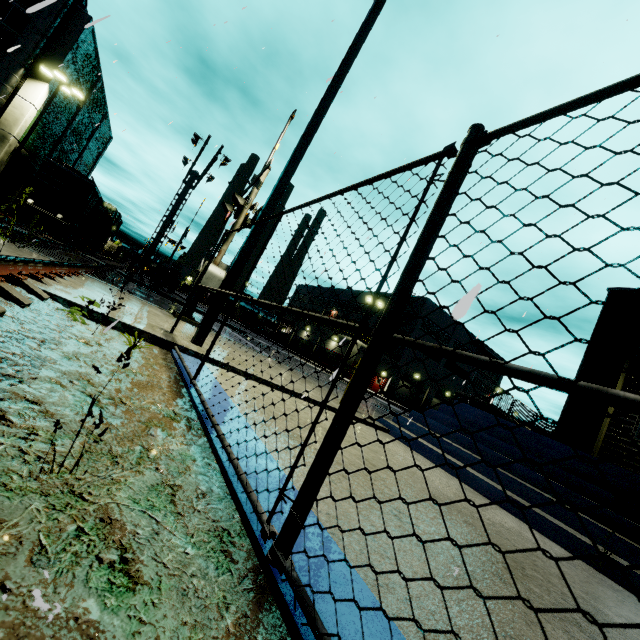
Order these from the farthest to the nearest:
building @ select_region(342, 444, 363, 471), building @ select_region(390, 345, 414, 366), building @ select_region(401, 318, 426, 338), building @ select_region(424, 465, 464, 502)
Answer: building @ select_region(401, 318, 426, 338) < building @ select_region(390, 345, 414, 366) < building @ select_region(424, 465, 464, 502) < building @ select_region(342, 444, 363, 471)

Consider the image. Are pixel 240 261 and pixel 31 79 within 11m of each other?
no

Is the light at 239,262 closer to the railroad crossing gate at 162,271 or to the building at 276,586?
the building at 276,586

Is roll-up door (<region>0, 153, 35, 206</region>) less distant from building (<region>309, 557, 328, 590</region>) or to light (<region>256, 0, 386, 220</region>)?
building (<region>309, 557, 328, 590</region>)

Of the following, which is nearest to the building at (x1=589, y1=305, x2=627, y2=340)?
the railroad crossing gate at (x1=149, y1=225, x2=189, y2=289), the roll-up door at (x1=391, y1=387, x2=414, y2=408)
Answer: the roll-up door at (x1=391, y1=387, x2=414, y2=408)

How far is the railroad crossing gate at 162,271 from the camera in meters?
23.2

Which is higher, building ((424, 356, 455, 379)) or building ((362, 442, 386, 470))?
building ((424, 356, 455, 379))

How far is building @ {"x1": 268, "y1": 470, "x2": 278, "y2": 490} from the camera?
2.0 meters
